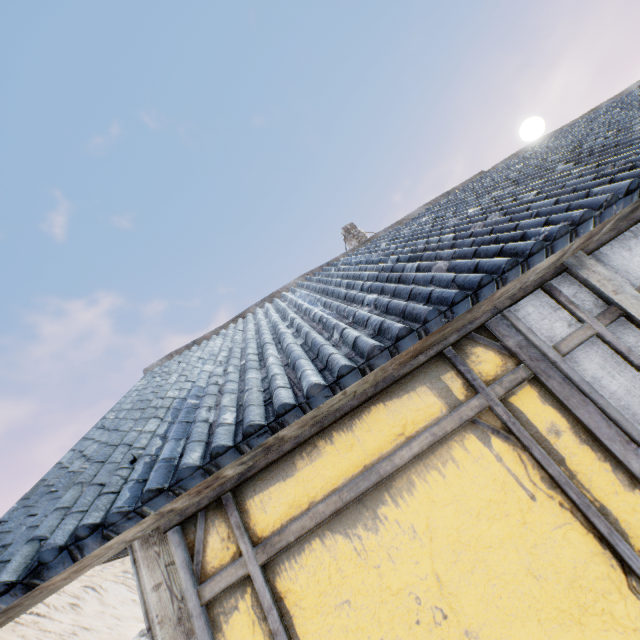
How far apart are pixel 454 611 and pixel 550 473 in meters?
0.9 m

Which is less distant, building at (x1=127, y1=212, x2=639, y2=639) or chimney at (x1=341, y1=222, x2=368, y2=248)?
building at (x1=127, y1=212, x2=639, y2=639)

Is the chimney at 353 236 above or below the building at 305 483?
above

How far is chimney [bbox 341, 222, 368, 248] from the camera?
10.5 meters

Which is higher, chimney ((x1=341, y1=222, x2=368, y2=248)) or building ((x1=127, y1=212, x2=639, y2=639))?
chimney ((x1=341, y1=222, x2=368, y2=248))

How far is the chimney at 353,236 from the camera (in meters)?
10.48
